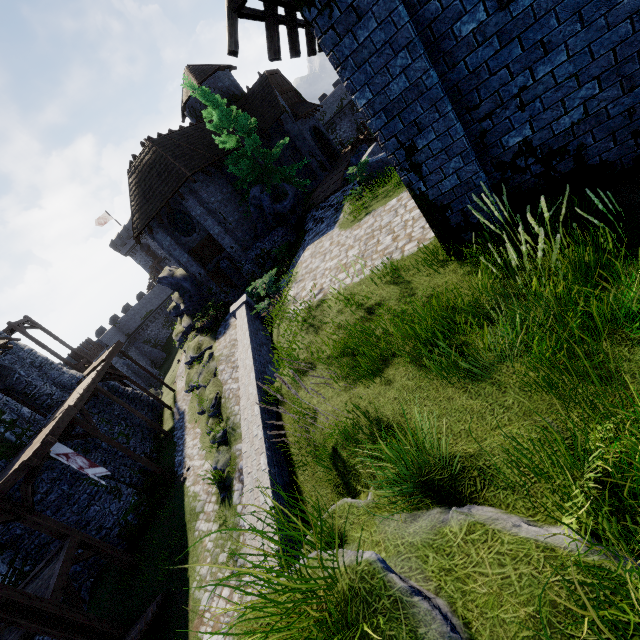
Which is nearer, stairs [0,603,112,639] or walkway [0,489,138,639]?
stairs [0,603,112,639]

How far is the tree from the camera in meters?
18.3

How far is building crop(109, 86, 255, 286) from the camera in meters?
19.2

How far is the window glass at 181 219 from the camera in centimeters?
2097cm

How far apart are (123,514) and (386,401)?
16.43m

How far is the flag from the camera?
12.41m

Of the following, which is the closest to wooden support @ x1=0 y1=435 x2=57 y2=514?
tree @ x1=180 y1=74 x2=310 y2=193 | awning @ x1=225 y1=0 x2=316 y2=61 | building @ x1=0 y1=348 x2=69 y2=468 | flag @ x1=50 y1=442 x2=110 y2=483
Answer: flag @ x1=50 y1=442 x2=110 y2=483

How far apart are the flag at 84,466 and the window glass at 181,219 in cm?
1398
